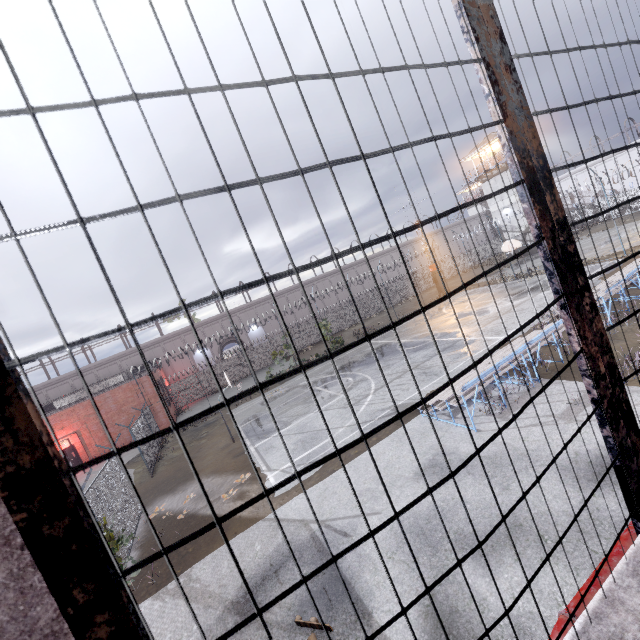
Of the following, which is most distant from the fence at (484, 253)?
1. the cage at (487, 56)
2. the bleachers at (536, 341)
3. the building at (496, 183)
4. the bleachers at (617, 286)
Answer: the building at (496, 183)

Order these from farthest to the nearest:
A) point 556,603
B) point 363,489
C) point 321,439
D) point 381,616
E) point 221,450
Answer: point 221,450 < point 321,439 < point 363,489 < point 381,616 < point 556,603

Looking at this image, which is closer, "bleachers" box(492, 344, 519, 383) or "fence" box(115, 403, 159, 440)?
"bleachers" box(492, 344, 519, 383)

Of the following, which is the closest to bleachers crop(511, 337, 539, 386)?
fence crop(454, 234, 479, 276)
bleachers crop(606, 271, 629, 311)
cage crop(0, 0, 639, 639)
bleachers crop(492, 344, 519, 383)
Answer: bleachers crop(492, 344, 519, 383)

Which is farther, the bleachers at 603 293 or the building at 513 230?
the building at 513 230

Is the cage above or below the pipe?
above

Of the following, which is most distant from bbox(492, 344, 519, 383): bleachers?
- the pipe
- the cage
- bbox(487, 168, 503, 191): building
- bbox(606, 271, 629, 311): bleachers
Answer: bbox(487, 168, 503, 191): building

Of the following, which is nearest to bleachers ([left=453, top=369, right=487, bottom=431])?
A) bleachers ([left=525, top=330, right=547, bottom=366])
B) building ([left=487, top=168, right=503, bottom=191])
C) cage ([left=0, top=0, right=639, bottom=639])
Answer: bleachers ([left=525, top=330, right=547, bottom=366])
